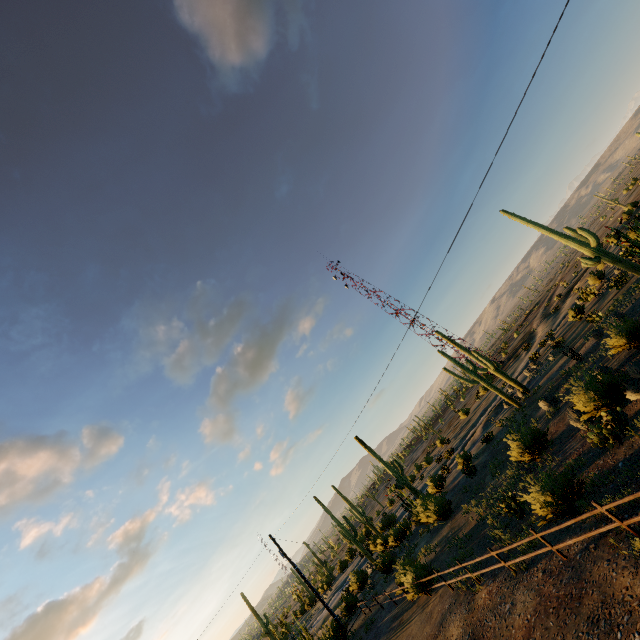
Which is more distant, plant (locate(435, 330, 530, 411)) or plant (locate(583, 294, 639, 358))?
plant (locate(435, 330, 530, 411))

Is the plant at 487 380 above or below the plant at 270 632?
below

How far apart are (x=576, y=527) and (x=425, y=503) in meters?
17.6 m

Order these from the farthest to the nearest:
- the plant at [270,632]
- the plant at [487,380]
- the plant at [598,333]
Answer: the plant at [270,632] < the plant at [487,380] < the plant at [598,333]

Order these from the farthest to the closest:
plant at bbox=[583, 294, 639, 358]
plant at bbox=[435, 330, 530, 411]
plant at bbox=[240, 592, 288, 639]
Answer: plant at bbox=[240, 592, 288, 639]
plant at bbox=[435, 330, 530, 411]
plant at bbox=[583, 294, 639, 358]

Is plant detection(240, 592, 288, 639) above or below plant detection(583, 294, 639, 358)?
above

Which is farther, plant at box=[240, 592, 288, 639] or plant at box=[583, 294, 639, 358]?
plant at box=[240, 592, 288, 639]

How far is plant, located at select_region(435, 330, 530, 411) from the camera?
28.3 meters
